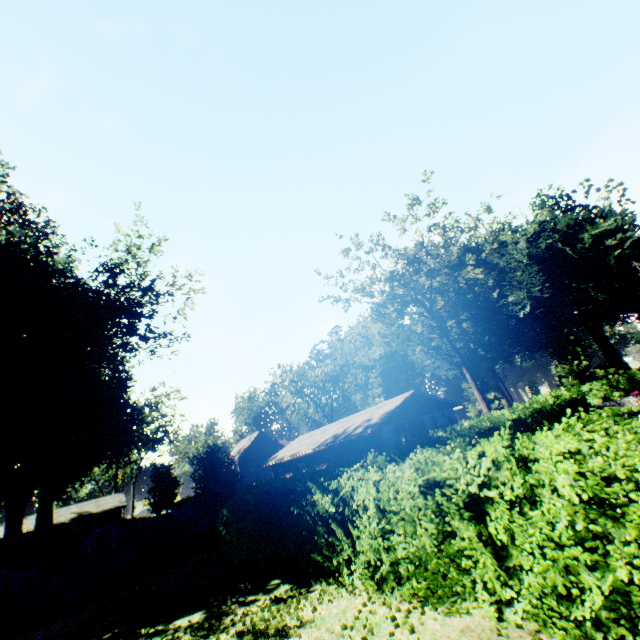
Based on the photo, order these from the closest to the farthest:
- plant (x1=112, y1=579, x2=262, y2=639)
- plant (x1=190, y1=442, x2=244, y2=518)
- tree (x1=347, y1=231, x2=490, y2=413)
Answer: plant (x1=112, y1=579, x2=262, y2=639) < plant (x1=190, y1=442, x2=244, y2=518) < tree (x1=347, y1=231, x2=490, y2=413)

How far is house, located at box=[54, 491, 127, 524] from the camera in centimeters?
4309cm

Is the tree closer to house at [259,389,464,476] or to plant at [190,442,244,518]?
house at [259,389,464,476]

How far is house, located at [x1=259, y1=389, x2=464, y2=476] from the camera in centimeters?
2534cm

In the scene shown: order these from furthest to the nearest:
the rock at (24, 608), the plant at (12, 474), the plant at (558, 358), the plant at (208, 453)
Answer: the plant at (558, 358)
the plant at (12, 474)
the plant at (208, 453)
the rock at (24, 608)

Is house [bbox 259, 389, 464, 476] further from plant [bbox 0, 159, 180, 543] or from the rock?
plant [bbox 0, 159, 180, 543]

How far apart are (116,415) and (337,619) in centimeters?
3773cm

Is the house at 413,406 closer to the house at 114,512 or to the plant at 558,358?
the house at 114,512
